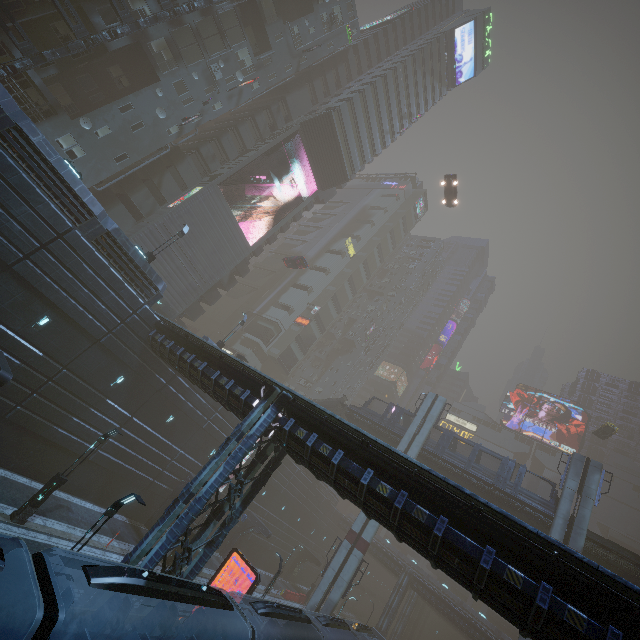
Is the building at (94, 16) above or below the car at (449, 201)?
below

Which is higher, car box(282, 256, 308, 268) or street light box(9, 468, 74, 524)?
car box(282, 256, 308, 268)

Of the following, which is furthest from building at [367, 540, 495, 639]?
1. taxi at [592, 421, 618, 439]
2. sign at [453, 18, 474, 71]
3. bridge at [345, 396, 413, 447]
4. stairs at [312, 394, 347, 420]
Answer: taxi at [592, 421, 618, 439]

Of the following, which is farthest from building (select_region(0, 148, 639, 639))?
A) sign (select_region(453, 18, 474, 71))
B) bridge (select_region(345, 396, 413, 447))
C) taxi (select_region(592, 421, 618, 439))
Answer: taxi (select_region(592, 421, 618, 439))

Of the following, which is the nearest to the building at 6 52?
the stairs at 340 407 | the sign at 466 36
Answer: the sign at 466 36

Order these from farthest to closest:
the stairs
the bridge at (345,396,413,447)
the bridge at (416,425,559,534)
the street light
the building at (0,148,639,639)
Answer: the stairs < the bridge at (345,396,413,447) < the bridge at (416,425,559,534) < the street light < the building at (0,148,639,639)

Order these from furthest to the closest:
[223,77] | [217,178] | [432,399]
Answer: [432,399] → [217,178] → [223,77]

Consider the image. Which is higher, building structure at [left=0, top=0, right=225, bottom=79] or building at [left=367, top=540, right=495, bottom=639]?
building structure at [left=0, top=0, right=225, bottom=79]
